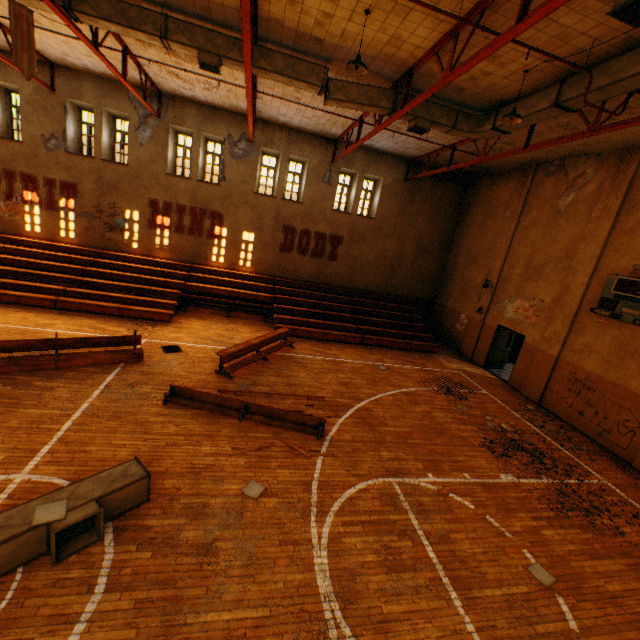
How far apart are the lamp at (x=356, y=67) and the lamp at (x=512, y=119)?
3.44m

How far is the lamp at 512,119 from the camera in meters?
7.4

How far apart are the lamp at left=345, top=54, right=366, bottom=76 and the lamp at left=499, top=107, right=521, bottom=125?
3.4 meters

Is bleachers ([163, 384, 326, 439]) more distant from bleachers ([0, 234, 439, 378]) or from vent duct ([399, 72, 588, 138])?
vent duct ([399, 72, 588, 138])

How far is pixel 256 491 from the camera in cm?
575

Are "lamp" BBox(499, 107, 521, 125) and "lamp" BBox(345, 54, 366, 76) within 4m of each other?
yes

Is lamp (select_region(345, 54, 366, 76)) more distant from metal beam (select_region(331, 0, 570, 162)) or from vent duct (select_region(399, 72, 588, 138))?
vent duct (select_region(399, 72, 588, 138))

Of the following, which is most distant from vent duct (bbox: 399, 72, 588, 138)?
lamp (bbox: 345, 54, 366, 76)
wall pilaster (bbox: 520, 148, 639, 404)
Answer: wall pilaster (bbox: 520, 148, 639, 404)
